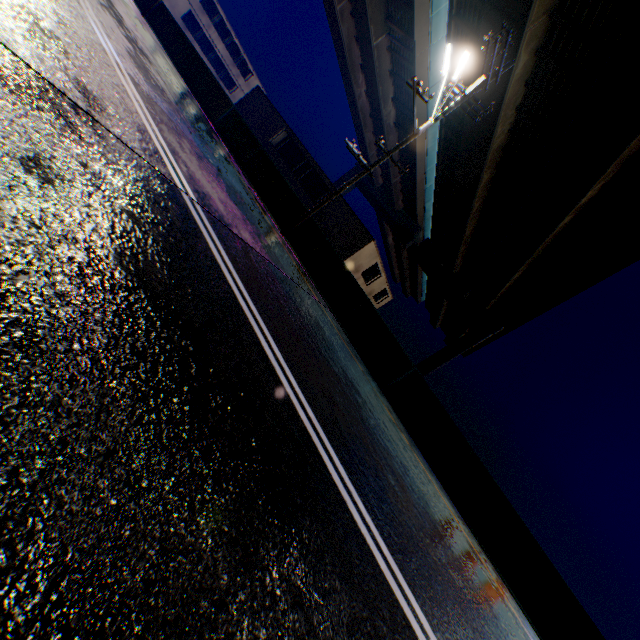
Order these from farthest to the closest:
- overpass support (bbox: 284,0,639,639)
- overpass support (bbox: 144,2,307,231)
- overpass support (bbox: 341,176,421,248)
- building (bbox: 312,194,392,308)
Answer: overpass support (bbox: 341,176,421,248) → building (bbox: 312,194,392,308) → overpass support (bbox: 144,2,307,231) → overpass support (bbox: 284,0,639,639)

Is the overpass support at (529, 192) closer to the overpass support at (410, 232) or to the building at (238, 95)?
the overpass support at (410, 232)

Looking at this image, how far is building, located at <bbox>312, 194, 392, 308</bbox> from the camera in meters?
23.1

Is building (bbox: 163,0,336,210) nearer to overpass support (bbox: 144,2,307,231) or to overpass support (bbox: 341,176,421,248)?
overpass support (bbox: 144,2,307,231)

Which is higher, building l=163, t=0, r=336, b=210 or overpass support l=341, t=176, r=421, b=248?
overpass support l=341, t=176, r=421, b=248

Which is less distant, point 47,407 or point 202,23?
point 47,407

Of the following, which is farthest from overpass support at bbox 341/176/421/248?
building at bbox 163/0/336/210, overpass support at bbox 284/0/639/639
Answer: building at bbox 163/0/336/210
